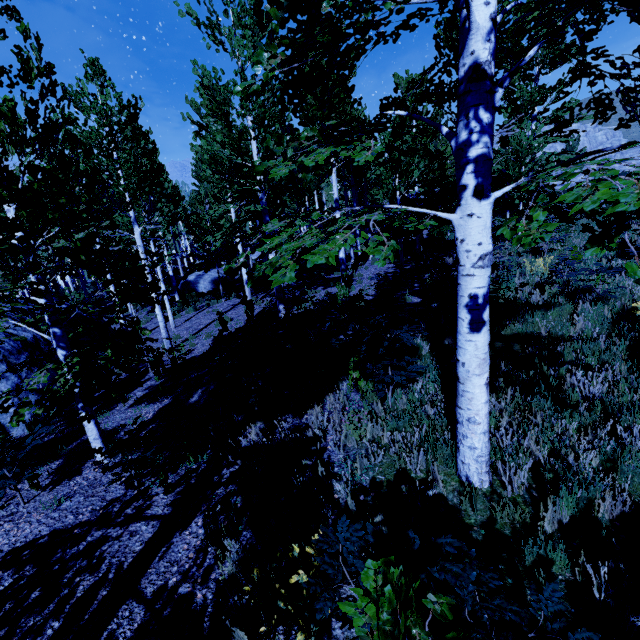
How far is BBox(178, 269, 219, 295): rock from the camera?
23.8m

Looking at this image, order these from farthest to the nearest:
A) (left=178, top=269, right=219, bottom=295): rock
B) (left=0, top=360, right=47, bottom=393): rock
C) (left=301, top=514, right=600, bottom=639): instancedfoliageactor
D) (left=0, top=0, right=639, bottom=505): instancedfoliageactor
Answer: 1. (left=178, top=269, right=219, bottom=295): rock
2. (left=0, top=360, right=47, bottom=393): rock
3. (left=0, top=0, right=639, bottom=505): instancedfoliageactor
4. (left=301, top=514, right=600, bottom=639): instancedfoliageactor

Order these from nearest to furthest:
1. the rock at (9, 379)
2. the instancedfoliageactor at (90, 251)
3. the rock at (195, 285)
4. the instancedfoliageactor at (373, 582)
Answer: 1. the instancedfoliageactor at (373, 582)
2. the instancedfoliageactor at (90, 251)
3. the rock at (9, 379)
4. the rock at (195, 285)

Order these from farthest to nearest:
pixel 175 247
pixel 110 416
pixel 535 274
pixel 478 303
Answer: pixel 175 247
pixel 535 274
pixel 110 416
pixel 478 303

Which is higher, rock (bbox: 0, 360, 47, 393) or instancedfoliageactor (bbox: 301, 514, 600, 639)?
instancedfoliageactor (bbox: 301, 514, 600, 639)

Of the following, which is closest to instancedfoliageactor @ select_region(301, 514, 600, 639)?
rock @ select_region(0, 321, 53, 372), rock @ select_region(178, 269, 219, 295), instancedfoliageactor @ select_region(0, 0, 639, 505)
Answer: instancedfoliageactor @ select_region(0, 0, 639, 505)

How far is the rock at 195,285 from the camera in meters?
23.8

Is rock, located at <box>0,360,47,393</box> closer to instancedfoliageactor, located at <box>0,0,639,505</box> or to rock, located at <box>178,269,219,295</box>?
instancedfoliageactor, located at <box>0,0,639,505</box>
